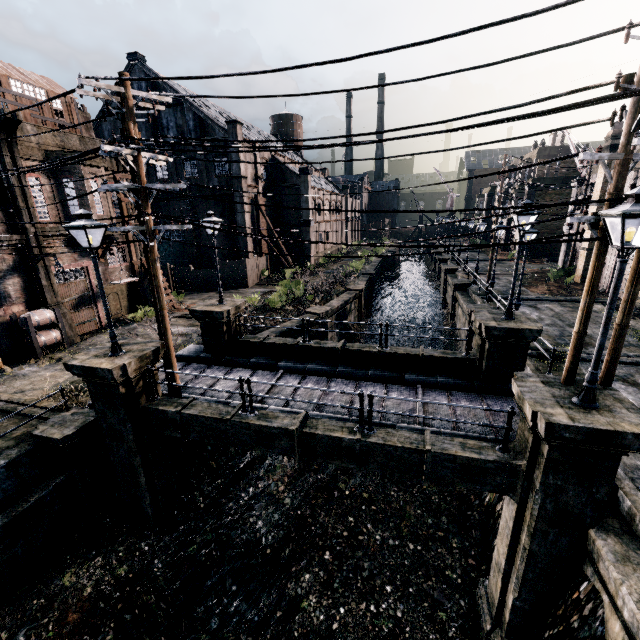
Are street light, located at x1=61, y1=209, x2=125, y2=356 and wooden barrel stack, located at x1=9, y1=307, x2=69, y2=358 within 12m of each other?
yes

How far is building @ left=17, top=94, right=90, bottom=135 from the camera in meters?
17.4

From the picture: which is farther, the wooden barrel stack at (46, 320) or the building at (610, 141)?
the building at (610, 141)

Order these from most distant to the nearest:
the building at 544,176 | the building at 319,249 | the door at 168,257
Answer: the building at 319,249
the door at 168,257
the building at 544,176

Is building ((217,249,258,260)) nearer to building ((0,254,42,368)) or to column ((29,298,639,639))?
building ((0,254,42,368))

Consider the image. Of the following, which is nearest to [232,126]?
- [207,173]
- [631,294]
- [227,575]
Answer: [207,173]

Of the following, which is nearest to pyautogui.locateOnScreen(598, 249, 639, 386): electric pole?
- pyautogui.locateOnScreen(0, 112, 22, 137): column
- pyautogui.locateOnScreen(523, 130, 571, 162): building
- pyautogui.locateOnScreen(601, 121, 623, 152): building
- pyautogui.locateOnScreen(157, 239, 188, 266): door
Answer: pyautogui.locateOnScreen(0, 112, 22, 137): column

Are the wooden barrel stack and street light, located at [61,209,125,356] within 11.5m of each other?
yes
